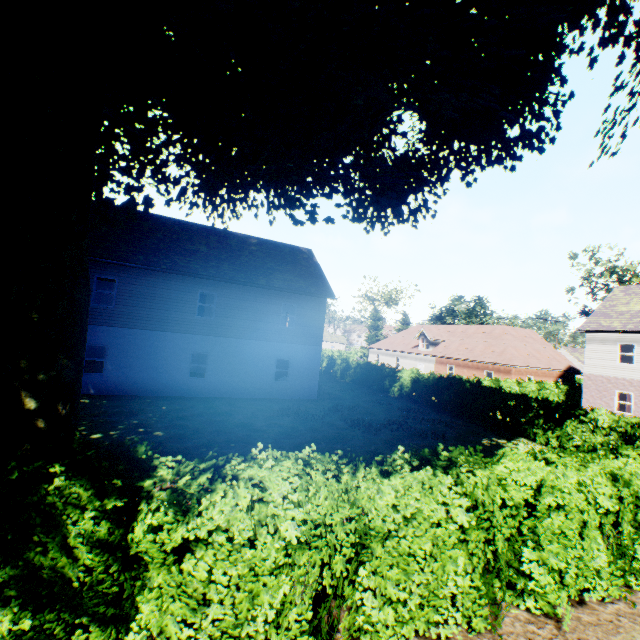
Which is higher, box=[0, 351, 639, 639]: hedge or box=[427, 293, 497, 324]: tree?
box=[427, 293, 497, 324]: tree

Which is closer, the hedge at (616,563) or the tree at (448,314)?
the hedge at (616,563)

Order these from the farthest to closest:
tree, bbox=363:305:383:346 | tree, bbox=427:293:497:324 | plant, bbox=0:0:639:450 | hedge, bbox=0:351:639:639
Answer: tree, bbox=363:305:383:346 → tree, bbox=427:293:497:324 → plant, bbox=0:0:639:450 → hedge, bbox=0:351:639:639

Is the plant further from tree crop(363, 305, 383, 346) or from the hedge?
the hedge

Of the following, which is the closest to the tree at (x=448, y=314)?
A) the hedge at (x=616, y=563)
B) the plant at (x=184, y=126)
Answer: the hedge at (x=616, y=563)

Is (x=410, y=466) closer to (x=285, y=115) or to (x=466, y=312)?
(x=285, y=115)
